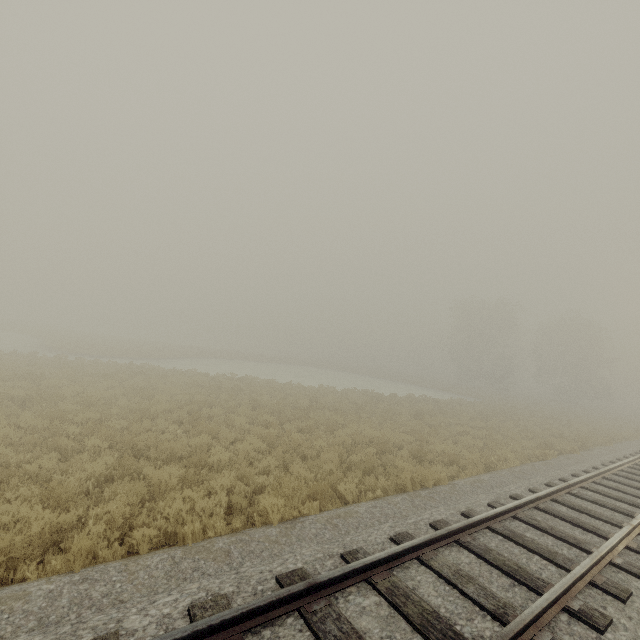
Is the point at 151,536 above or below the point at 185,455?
above
